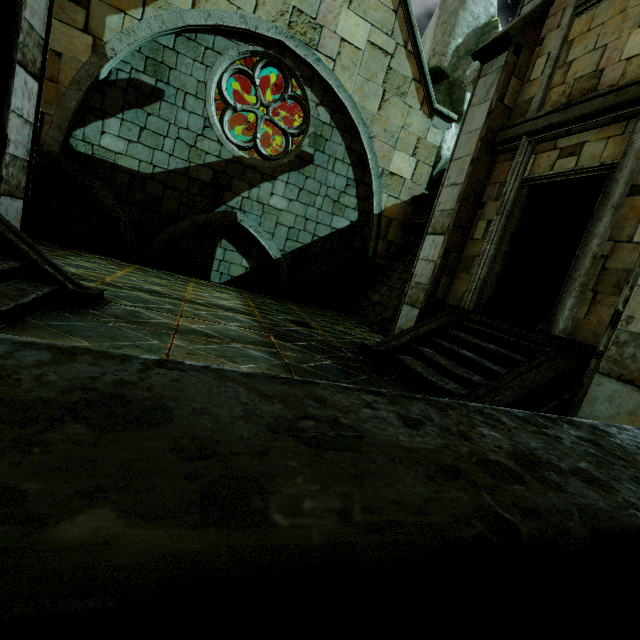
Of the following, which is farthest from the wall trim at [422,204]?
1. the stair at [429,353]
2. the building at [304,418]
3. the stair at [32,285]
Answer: the stair at [32,285]

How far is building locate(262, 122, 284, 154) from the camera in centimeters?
1435cm

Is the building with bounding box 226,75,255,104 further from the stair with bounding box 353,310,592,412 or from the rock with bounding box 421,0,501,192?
the stair with bounding box 353,310,592,412

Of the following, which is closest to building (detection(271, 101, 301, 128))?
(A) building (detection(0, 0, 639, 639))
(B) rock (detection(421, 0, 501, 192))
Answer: (B) rock (detection(421, 0, 501, 192))

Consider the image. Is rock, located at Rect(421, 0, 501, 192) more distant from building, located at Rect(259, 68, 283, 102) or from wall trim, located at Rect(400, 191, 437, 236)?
wall trim, located at Rect(400, 191, 437, 236)

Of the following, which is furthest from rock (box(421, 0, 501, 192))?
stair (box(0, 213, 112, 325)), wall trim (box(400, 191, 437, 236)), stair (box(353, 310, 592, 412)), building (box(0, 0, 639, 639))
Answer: stair (box(0, 213, 112, 325))

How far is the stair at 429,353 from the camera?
4.1 meters

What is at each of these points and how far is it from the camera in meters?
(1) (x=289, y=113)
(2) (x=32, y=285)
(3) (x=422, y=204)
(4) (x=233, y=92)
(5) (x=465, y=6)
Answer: (1) building, 14.5
(2) stair, 3.7
(3) wall trim, 10.5
(4) building, 13.6
(5) rock, 14.5
